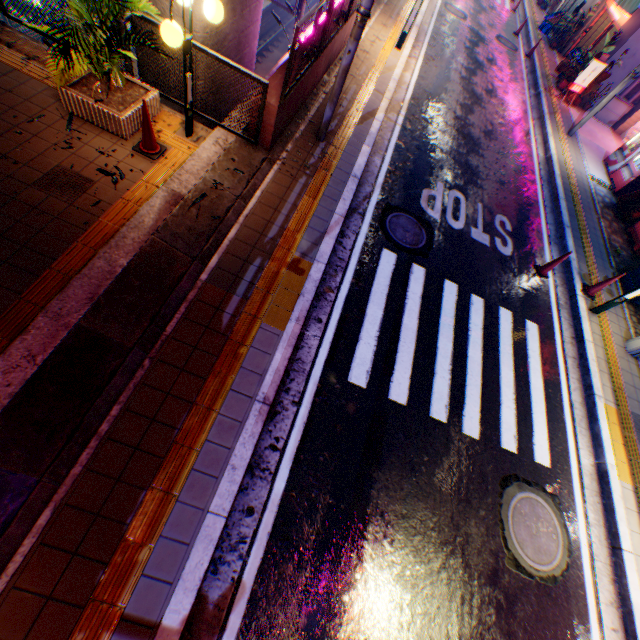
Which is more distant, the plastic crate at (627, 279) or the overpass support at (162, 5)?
the plastic crate at (627, 279)

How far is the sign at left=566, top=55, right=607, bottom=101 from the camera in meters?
13.4

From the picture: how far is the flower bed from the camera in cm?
502

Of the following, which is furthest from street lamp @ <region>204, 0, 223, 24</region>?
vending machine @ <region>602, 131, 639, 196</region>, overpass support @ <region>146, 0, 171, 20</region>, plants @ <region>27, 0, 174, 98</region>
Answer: vending machine @ <region>602, 131, 639, 196</region>

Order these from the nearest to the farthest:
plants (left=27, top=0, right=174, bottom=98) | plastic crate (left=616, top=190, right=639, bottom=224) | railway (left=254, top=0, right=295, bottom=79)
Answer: plants (left=27, top=0, right=174, bottom=98) → plastic crate (left=616, top=190, right=639, bottom=224) → railway (left=254, top=0, right=295, bottom=79)

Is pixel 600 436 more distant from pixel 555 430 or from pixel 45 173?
pixel 45 173

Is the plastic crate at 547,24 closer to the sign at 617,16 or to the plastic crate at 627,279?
the sign at 617,16

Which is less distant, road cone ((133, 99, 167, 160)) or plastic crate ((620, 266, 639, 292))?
road cone ((133, 99, 167, 160))
